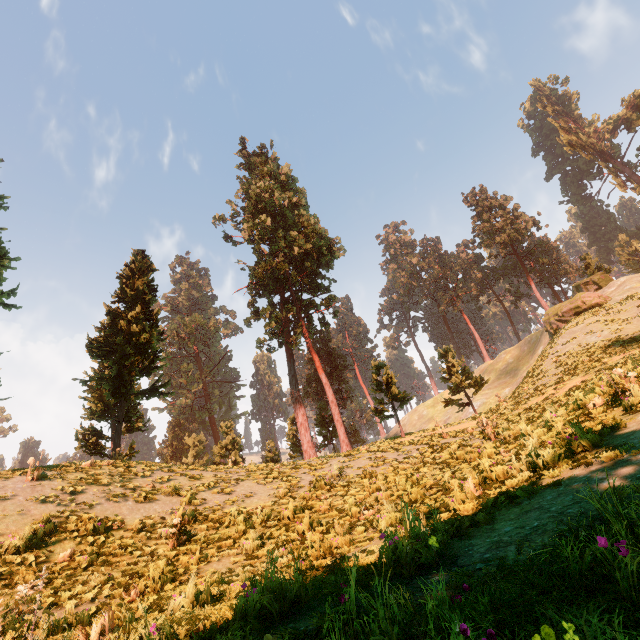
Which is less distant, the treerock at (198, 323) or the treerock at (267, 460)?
the treerock at (267, 460)

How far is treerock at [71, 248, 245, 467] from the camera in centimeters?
1970cm

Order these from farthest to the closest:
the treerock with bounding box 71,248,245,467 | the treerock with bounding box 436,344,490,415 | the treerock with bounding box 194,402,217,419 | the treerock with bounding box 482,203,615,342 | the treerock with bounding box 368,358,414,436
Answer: the treerock with bounding box 194,402,217,419 → the treerock with bounding box 436,344,490,415 → the treerock with bounding box 482,203,615,342 → the treerock with bounding box 368,358,414,436 → the treerock with bounding box 71,248,245,467

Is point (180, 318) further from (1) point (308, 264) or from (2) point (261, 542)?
(2) point (261, 542)

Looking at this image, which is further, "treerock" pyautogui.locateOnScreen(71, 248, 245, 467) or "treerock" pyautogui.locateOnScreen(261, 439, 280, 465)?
"treerock" pyautogui.locateOnScreen(71, 248, 245, 467)

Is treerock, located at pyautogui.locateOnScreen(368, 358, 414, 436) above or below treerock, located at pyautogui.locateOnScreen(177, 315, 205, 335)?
below

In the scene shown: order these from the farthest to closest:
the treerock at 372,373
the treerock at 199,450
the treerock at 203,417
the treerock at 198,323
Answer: the treerock at 198,323 < the treerock at 203,417 < the treerock at 372,373 < the treerock at 199,450
